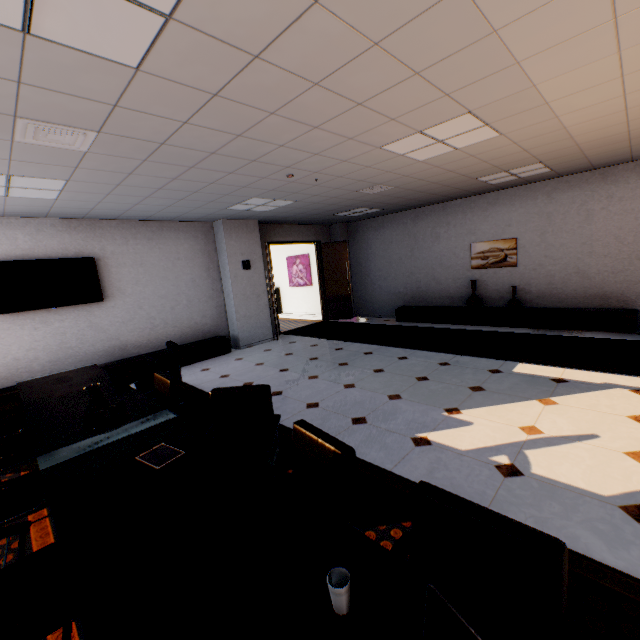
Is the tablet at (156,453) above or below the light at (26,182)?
below

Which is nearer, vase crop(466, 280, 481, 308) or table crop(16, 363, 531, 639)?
table crop(16, 363, 531, 639)

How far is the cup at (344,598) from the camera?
0.9m

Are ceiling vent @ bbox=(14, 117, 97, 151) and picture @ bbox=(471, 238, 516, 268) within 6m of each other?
no

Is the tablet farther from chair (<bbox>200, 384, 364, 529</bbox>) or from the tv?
the tv

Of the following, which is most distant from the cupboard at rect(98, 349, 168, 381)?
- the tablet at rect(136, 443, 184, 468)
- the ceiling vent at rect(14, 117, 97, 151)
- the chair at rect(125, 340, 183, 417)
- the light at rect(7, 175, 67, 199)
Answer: the tablet at rect(136, 443, 184, 468)

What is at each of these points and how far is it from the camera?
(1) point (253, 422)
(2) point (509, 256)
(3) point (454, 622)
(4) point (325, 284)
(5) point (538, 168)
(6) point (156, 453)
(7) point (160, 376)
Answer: (1) chair, 2.5 meters
(2) picture, 7.2 meters
(3) laptop, 0.6 meters
(4) door, 10.1 meters
(5) light, 5.4 meters
(6) tablet, 1.9 meters
(7) chair, 3.1 meters

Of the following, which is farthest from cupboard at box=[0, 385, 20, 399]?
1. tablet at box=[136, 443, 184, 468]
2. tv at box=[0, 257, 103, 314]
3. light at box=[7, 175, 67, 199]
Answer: tablet at box=[136, 443, 184, 468]
